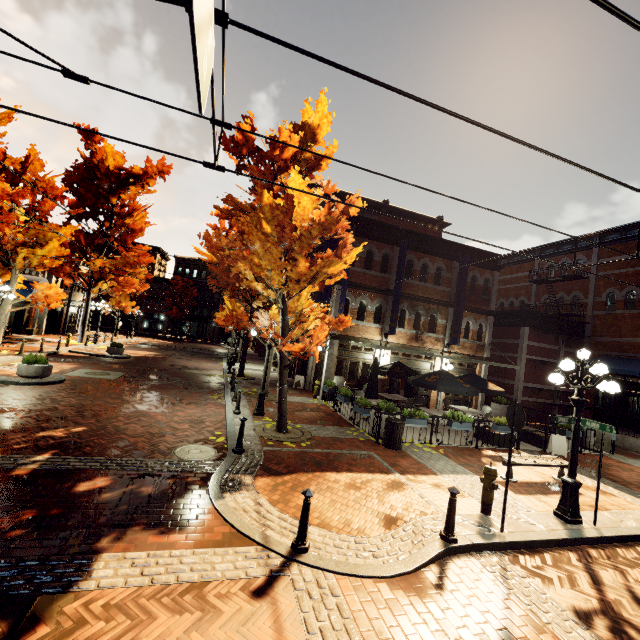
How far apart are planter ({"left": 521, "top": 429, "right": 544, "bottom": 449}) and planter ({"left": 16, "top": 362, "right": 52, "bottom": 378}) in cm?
1948

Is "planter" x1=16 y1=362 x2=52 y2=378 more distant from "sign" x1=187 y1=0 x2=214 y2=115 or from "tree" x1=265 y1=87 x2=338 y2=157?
"sign" x1=187 y1=0 x2=214 y2=115

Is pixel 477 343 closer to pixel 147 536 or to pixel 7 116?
pixel 147 536

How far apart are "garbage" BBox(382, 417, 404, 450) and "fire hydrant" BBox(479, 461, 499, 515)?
3.15m

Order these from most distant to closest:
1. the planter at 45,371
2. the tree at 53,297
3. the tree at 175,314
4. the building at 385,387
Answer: the tree at 175,314 < the building at 385,387 < the tree at 53,297 < the planter at 45,371

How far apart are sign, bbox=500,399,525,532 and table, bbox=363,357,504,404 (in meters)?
5.74

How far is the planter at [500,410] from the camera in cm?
1827

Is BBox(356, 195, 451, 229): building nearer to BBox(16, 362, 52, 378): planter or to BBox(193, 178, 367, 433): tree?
BBox(193, 178, 367, 433): tree
